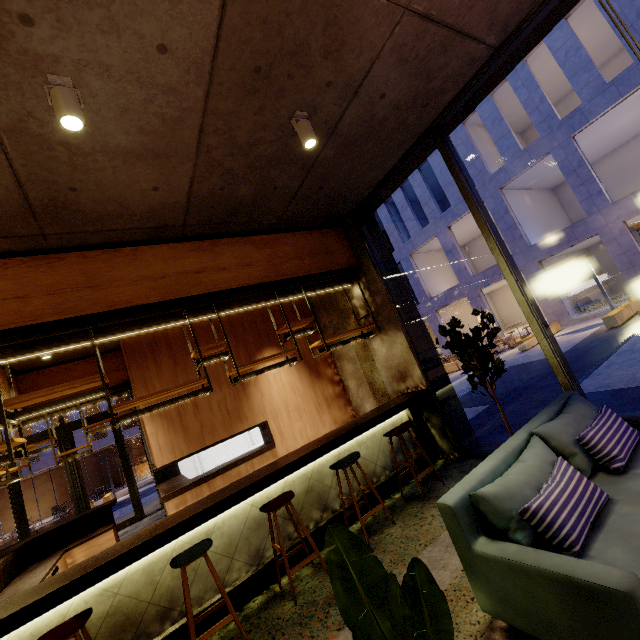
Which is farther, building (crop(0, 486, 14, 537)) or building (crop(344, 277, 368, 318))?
building (crop(0, 486, 14, 537))

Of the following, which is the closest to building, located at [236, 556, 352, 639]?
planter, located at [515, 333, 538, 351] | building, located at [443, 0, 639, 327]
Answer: planter, located at [515, 333, 538, 351]

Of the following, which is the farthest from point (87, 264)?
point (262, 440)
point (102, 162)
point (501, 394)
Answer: point (501, 394)

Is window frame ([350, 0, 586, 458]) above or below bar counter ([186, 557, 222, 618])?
above

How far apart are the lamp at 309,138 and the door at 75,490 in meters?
11.1

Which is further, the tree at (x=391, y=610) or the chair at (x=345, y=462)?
the chair at (x=345, y=462)

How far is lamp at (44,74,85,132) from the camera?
2.2 meters

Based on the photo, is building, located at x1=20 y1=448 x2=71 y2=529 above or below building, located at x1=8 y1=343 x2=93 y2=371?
below
